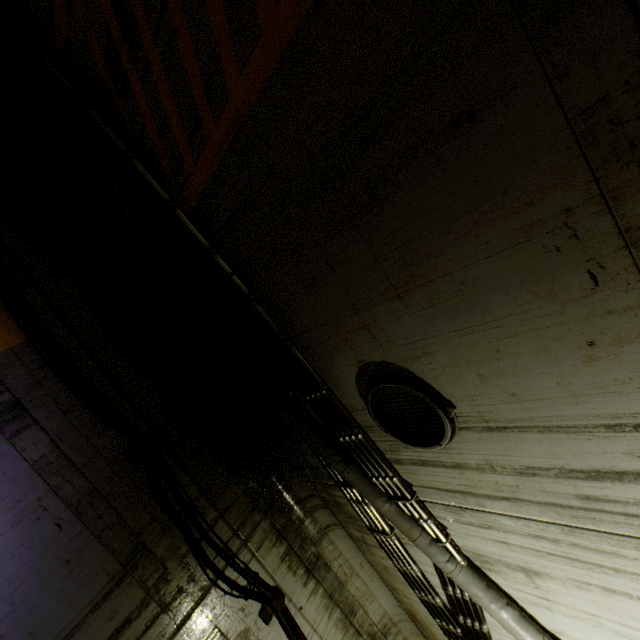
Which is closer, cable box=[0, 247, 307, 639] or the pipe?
the pipe

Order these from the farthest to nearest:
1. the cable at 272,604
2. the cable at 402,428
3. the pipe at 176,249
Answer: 1. the cable at 272,604
2. the pipe at 176,249
3. the cable at 402,428

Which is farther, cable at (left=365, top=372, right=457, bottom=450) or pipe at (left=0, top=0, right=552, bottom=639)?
pipe at (left=0, top=0, right=552, bottom=639)

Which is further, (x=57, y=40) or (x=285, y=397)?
(x=285, y=397)

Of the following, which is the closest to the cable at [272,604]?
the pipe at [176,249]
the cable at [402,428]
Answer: the pipe at [176,249]

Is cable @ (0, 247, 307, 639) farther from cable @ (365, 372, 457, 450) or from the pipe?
cable @ (365, 372, 457, 450)

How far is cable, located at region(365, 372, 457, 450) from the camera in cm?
258
